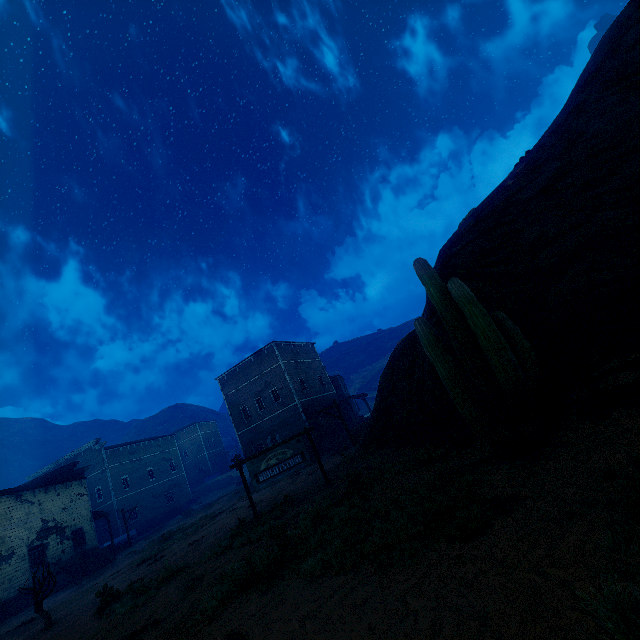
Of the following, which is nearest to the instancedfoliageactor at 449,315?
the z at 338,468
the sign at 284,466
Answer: the z at 338,468

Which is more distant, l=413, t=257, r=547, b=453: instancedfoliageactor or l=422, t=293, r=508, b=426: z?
l=422, t=293, r=508, b=426: z

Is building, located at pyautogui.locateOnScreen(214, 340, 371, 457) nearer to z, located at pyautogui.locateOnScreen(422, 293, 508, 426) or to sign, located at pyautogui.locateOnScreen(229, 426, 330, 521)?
z, located at pyautogui.locateOnScreen(422, 293, 508, 426)

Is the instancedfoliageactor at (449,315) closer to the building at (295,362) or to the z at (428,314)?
the z at (428,314)

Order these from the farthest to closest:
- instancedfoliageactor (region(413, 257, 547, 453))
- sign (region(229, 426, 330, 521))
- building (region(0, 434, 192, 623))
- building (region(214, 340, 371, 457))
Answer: building (region(214, 340, 371, 457))
building (region(0, 434, 192, 623))
sign (region(229, 426, 330, 521))
instancedfoliageactor (region(413, 257, 547, 453))

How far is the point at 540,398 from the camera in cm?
667

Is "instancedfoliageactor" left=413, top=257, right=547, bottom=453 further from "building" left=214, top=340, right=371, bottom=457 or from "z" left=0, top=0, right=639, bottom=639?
"building" left=214, top=340, right=371, bottom=457

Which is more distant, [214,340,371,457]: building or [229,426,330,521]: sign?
[214,340,371,457]: building
